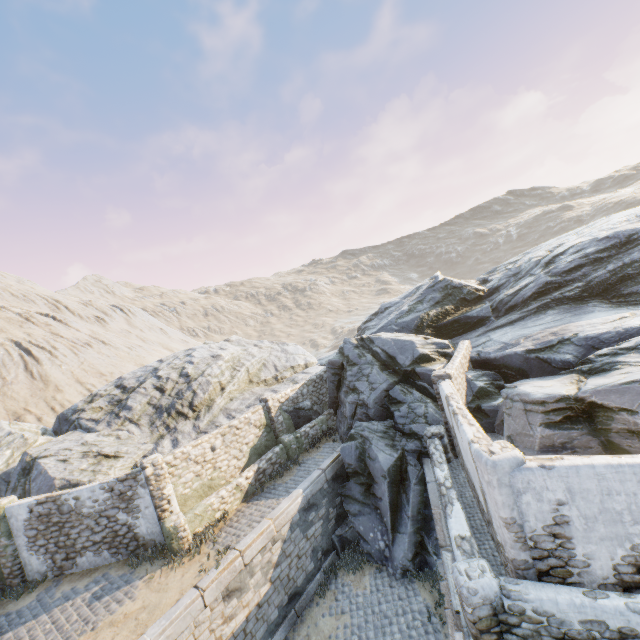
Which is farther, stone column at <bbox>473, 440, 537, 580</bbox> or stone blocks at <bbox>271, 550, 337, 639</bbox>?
stone blocks at <bbox>271, 550, 337, 639</bbox>

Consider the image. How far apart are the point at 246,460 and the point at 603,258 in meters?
20.3

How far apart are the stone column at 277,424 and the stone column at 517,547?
10.4 meters

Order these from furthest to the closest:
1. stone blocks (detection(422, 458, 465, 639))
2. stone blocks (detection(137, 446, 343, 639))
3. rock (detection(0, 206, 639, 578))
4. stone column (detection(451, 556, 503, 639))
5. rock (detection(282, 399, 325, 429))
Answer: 1. rock (detection(282, 399, 325, 429))
2. rock (detection(0, 206, 639, 578))
3. stone blocks (detection(137, 446, 343, 639))
4. stone blocks (detection(422, 458, 465, 639))
5. stone column (detection(451, 556, 503, 639))

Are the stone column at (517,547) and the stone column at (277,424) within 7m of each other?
no

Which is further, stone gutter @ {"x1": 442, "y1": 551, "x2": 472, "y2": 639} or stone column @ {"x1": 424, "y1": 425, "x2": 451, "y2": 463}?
stone column @ {"x1": 424, "y1": 425, "x2": 451, "y2": 463}

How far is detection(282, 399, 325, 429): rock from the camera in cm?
1745

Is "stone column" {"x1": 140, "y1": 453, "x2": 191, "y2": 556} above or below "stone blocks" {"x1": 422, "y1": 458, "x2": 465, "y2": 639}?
above
